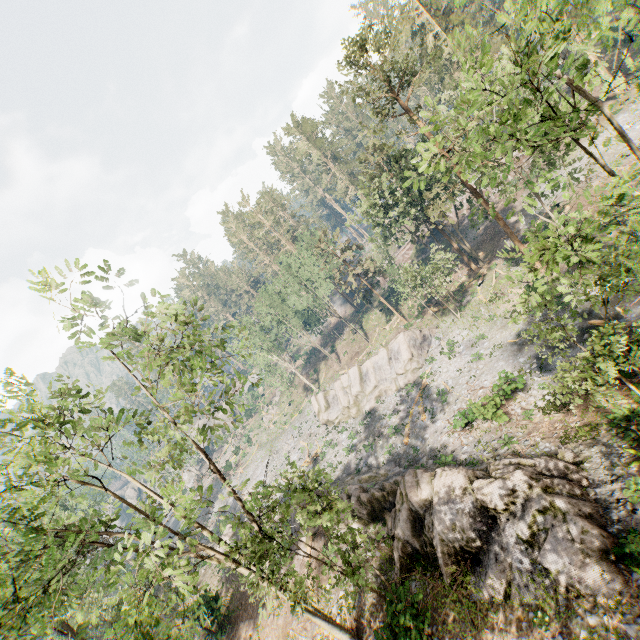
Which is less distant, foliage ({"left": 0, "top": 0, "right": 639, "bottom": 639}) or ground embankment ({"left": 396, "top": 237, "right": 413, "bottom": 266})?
foliage ({"left": 0, "top": 0, "right": 639, "bottom": 639})

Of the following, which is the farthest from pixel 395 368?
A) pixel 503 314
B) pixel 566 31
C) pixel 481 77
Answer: pixel 481 77

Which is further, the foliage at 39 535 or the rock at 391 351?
the rock at 391 351

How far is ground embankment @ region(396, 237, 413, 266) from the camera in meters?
59.2 m

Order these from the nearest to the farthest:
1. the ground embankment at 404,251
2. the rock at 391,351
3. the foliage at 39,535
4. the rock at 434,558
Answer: the foliage at 39,535 < the rock at 434,558 < the rock at 391,351 < the ground embankment at 404,251

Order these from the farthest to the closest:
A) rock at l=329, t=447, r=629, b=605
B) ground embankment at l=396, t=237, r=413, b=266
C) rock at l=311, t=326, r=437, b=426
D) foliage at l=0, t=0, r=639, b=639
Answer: ground embankment at l=396, t=237, r=413, b=266, rock at l=311, t=326, r=437, b=426, rock at l=329, t=447, r=629, b=605, foliage at l=0, t=0, r=639, b=639

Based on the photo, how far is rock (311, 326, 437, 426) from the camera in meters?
36.1
